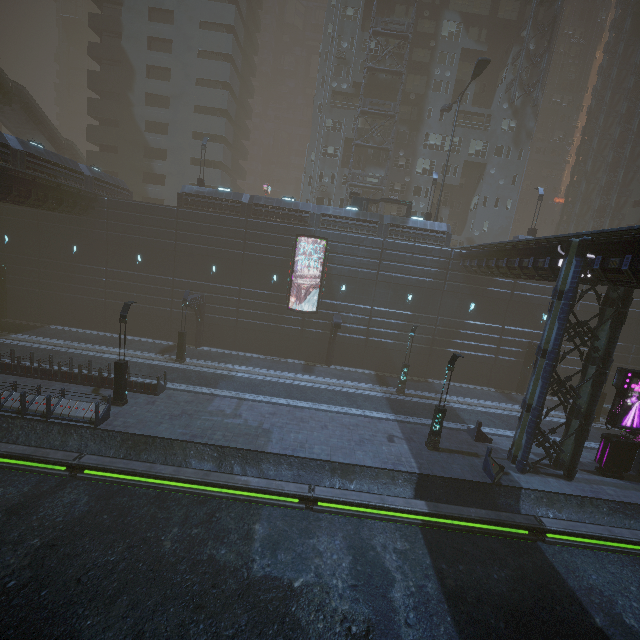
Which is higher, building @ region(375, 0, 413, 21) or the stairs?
building @ region(375, 0, 413, 21)

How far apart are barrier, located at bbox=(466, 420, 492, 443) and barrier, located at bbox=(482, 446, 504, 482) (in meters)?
2.76

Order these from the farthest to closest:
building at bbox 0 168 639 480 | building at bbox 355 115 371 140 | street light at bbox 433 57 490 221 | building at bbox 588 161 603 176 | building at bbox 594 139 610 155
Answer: building at bbox 588 161 603 176 < building at bbox 594 139 610 155 < building at bbox 355 115 371 140 < street light at bbox 433 57 490 221 < building at bbox 0 168 639 480

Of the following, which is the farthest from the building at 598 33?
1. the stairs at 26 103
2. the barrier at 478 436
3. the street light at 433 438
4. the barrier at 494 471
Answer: the street light at 433 438

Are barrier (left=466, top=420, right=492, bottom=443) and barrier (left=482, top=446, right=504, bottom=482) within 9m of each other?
yes

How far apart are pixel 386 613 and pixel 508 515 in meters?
7.4 m

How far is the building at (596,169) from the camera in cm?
4684

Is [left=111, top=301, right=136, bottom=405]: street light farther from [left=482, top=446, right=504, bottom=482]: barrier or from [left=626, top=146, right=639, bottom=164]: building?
[left=482, top=446, right=504, bottom=482]: barrier
